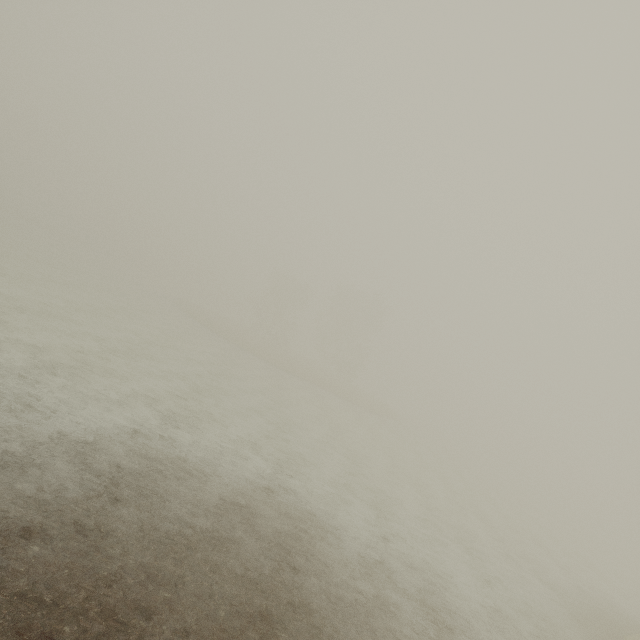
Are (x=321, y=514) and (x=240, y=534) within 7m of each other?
yes
